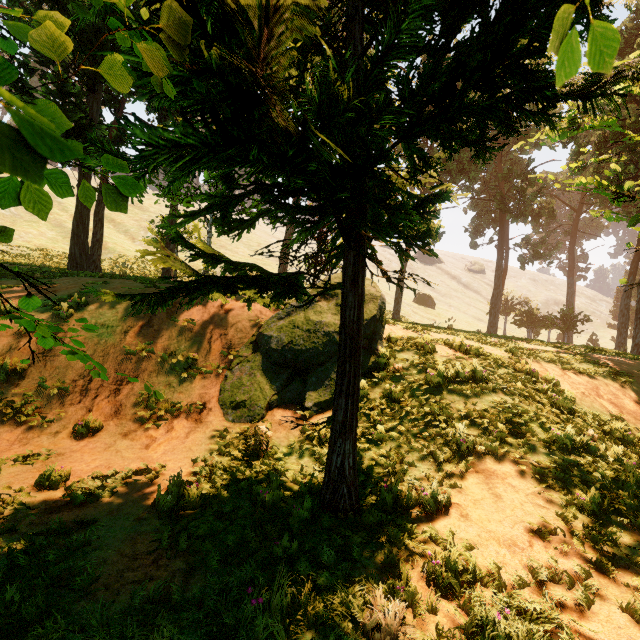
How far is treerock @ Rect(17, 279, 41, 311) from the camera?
1.4 meters

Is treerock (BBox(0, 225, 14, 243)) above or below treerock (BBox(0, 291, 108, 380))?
above

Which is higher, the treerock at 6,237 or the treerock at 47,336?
the treerock at 6,237

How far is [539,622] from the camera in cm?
340

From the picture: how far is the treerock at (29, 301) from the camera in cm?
136
